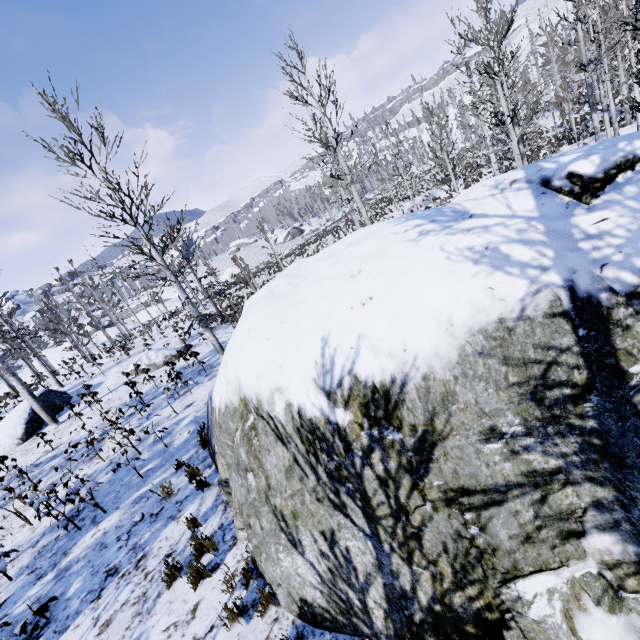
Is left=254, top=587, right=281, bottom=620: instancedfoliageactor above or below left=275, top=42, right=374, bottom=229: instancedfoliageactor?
below

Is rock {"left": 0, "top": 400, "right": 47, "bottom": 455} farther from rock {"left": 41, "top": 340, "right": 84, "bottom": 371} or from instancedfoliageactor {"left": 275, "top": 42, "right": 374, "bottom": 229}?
rock {"left": 41, "top": 340, "right": 84, "bottom": 371}

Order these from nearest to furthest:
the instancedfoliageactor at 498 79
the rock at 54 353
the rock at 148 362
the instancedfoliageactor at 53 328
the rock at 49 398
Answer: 1. the instancedfoliageactor at 498 79
2. the rock at 49 398
3. the rock at 148 362
4. the instancedfoliageactor at 53 328
5. the rock at 54 353

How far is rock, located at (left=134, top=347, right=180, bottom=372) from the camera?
17.16m

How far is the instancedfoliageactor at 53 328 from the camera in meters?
18.8

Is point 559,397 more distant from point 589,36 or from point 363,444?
point 589,36

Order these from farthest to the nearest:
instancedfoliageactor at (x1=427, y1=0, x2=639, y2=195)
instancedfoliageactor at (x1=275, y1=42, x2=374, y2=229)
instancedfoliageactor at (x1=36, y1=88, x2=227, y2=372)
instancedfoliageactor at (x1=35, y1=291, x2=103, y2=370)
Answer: instancedfoliageactor at (x1=35, y1=291, x2=103, y2=370) < instancedfoliageactor at (x1=275, y1=42, x2=374, y2=229) < instancedfoliageactor at (x1=427, y1=0, x2=639, y2=195) < instancedfoliageactor at (x1=36, y1=88, x2=227, y2=372)

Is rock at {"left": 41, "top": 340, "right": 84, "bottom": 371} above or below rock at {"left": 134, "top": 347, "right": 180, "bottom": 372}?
above
